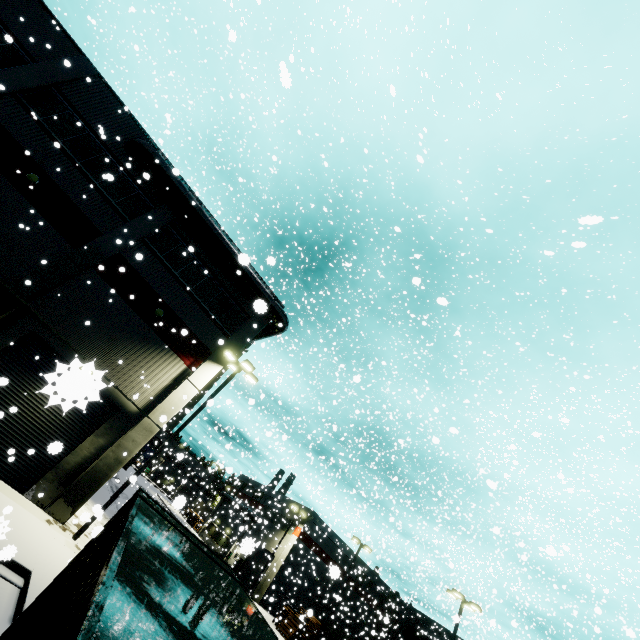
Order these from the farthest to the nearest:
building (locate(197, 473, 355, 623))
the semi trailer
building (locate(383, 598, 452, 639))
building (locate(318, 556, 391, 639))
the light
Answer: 1. building (locate(383, 598, 452, 639))
2. building (locate(318, 556, 391, 639))
3. building (locate(197, 473, 355, 623))
4. the semi trailer
5. the light

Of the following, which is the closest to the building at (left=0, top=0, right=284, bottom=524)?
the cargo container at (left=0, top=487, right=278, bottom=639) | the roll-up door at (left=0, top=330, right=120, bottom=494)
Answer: the roll-up door at (left=0, top=330, right=120, bottom=494)

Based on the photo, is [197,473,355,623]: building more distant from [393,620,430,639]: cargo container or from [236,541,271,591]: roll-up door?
[393,620,430,639]: cargo container

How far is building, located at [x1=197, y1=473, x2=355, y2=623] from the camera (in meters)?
35.59

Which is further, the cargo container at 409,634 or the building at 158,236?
the cargo container at 409,634

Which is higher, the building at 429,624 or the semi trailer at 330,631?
the building at 429,624

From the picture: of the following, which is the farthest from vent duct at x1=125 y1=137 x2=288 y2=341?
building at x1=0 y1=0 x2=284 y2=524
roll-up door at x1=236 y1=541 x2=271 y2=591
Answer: roll-up door at x1=236 y1=541 x2=271 y2=591

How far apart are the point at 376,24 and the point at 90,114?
28.1 meters
